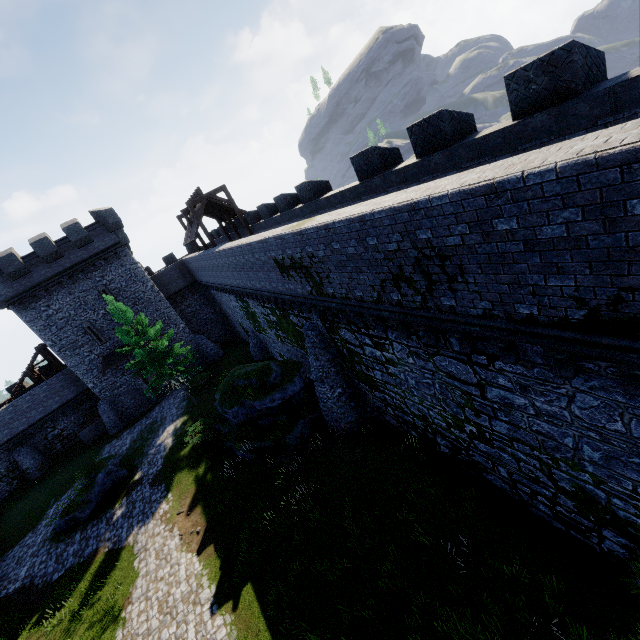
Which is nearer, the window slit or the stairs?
the window slit

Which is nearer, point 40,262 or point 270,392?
point 270,392

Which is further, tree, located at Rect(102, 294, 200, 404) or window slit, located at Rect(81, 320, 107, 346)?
window slit, located at Rect(81, 320, 107, 346)

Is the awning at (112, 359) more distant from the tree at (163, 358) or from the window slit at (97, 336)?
the tree at (163, 358)

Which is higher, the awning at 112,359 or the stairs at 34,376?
the stairs at 34,376

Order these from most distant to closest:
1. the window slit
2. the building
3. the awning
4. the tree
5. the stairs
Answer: the stairs, the awning, the window slit, the building, the tree

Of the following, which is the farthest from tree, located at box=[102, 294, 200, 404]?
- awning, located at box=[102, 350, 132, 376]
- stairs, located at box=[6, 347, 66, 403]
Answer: stairs, located at box=[6, 347, 66, 403]

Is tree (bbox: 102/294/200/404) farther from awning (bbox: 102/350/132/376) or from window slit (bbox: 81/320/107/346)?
window slit (bbox: 81/320/107/346)
